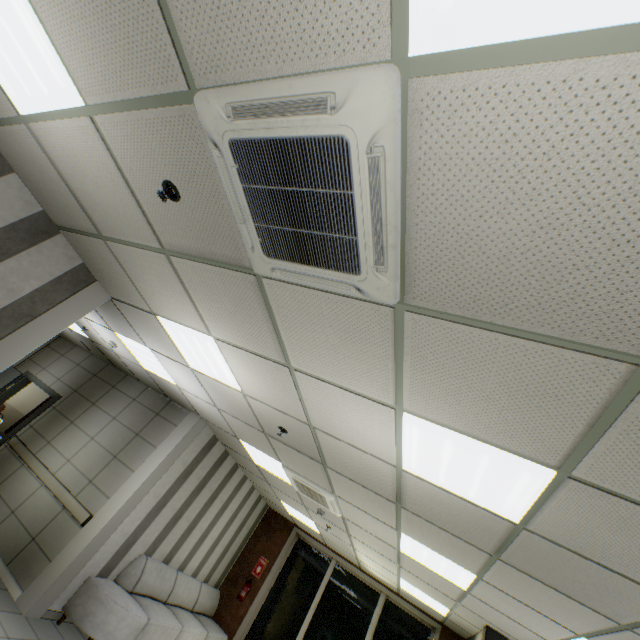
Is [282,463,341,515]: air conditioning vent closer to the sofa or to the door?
the sofa

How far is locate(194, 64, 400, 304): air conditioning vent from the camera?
1.1m

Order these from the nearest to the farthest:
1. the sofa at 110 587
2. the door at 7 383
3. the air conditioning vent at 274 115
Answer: the air conditioning vent at 274 115 → the sofa at 110 587 → the door at 7 383

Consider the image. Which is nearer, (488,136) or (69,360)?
(488,136)

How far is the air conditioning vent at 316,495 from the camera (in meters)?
4.92

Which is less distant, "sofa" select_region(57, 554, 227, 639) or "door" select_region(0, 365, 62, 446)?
"sofa" select_region(57, 554, 227, 639)

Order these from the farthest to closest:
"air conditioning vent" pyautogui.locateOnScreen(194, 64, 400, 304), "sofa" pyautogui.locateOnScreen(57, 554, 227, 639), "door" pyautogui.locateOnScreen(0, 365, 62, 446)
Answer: "door" pyautogui.locateOnScreen(0, 365, 62, 446) → "sofa" pyautogui.locateOnScreen(57, 554, 227, 639) → "air conditioning vent" pyautogui.locateOnScreen(194, 64, 400, 304)

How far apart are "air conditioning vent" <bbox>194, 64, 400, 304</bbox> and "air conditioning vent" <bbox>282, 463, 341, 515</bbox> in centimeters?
399cm
